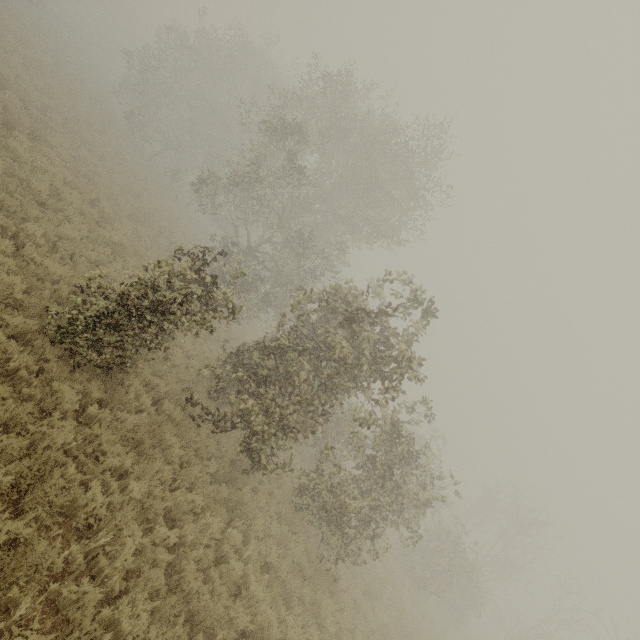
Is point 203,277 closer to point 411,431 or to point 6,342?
point 6,342
